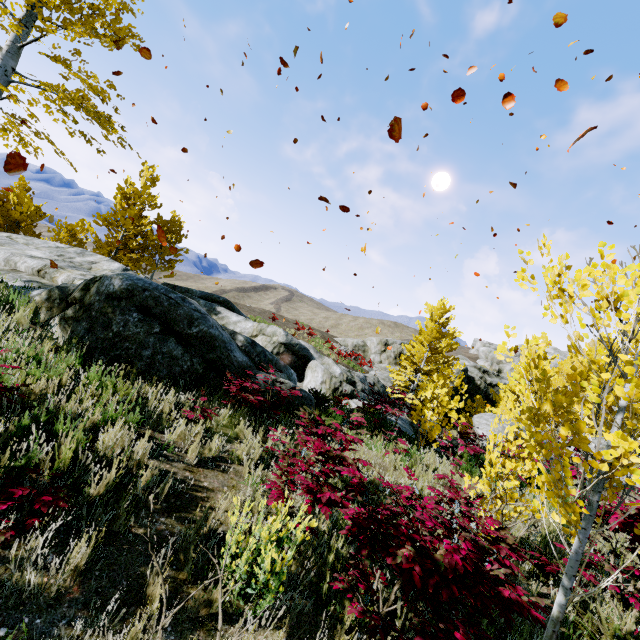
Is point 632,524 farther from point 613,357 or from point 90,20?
point 90,20

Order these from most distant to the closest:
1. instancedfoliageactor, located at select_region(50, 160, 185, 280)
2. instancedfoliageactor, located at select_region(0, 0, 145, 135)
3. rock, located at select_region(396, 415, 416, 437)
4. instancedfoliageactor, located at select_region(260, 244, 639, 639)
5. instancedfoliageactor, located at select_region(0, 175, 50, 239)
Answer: instancedfoliageactor, located at select_region(50, 160, 185, 280)
instancedfoliageactor, located at select_region(0, 175, 50, 239)
rock, located at select_region(396, 415, 416, 437)
instancedfoliageactor, located at select_region(0, 0, 145, 135)
instancedfoliageactor, located at select_region(260, 244, 639, 639)

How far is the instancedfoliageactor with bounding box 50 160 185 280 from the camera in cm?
1931

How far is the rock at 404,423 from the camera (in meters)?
10.32

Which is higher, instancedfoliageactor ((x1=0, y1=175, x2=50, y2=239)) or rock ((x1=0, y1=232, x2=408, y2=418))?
instancedfoliageactor ((x1=0, y1=175, x2=50, y2=239))

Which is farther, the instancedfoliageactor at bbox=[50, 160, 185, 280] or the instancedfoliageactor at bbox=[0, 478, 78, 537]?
the instancedfoliageactor at bbox=[50, 160, 185, 280]

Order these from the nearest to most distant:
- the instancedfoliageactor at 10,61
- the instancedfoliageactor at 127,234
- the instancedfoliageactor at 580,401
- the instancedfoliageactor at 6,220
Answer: the instancedfoliageactor at 580,401
the instancedfoliageactor at 10,61
the instancedfoliageactor at 6,220
the instancedfoliageactor at 127,234

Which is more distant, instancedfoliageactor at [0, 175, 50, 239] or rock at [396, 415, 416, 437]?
instancedfoliageactor at [0, 175, 50, 239]
